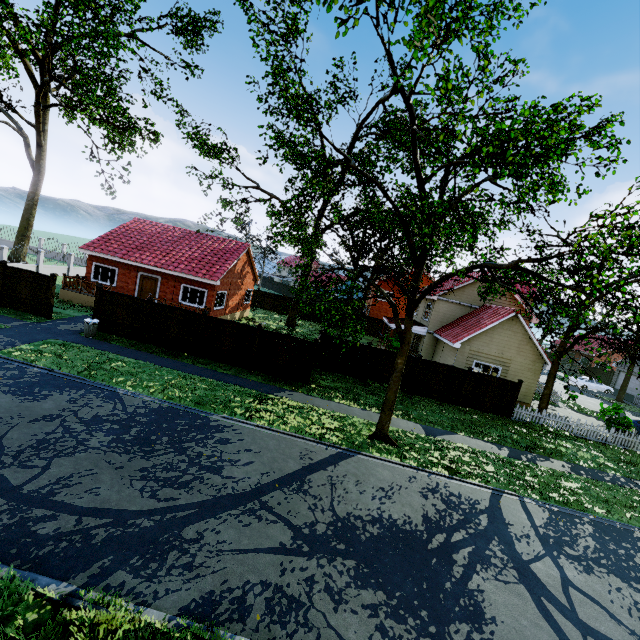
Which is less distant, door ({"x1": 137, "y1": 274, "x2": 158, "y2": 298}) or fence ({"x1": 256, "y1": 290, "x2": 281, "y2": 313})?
door ({"x1": 137, "y1": 274, "x2": 158, "y2": 298})

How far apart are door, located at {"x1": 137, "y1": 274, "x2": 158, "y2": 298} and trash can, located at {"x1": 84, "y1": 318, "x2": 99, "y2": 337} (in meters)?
6.91

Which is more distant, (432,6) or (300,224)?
(300,224)

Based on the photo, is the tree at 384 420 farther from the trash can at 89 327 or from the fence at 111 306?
the trash can at 89 327

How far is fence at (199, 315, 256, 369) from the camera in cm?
1702

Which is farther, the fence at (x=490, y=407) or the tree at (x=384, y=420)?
the fence at (x=490, y=407)

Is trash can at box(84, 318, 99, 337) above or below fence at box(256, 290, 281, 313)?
below

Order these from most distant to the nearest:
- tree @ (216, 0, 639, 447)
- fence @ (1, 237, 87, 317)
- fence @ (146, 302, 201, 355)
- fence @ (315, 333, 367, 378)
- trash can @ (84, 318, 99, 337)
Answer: fence @ (315, 333, 367, 378) < fence @ (1, 237, 87, 317) < fence @ (146, 302, 201, 355) < trash can @ (84, 318, 99, 337) < tree @ (216, 0, 639, 447)
